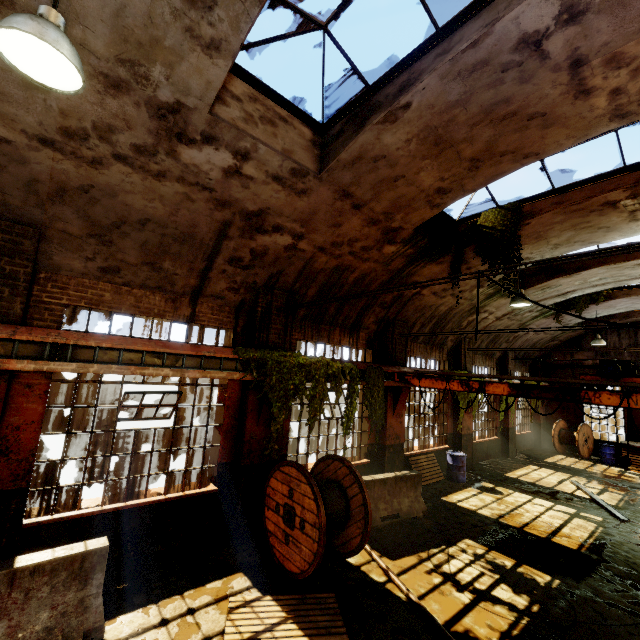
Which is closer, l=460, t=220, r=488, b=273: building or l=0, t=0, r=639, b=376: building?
l=0, t=0, r=639, b=376: building

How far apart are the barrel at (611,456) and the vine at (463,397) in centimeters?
864cm

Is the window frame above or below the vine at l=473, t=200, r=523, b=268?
above

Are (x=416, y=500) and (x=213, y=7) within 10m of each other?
no

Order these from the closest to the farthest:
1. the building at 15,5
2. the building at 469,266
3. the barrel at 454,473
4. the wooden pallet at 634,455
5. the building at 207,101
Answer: the building at 15,5 < the building at 207,101 < the building at 469,266 < the barrel at 454,473 < the wooden pallet at 634,455

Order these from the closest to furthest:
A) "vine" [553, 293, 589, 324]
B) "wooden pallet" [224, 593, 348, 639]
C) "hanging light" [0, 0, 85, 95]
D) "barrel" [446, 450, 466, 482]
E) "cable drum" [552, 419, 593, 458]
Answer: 1. "hanging light" [0, 0, 85, 95]
2. "wooden pallet" [224, 593, 348, 639]
3. "barrel" [446, 450, 466, 482]
4. "vine" [553, 293, 589, 324]
5. "cable drum" [552, 419, 593, 458]

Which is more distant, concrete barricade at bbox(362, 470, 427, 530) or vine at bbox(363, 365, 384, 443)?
vine at bbox(363, 365, 384, 443)

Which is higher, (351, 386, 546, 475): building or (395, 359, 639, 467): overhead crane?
(395, 359, 639, 467): overhead crane
